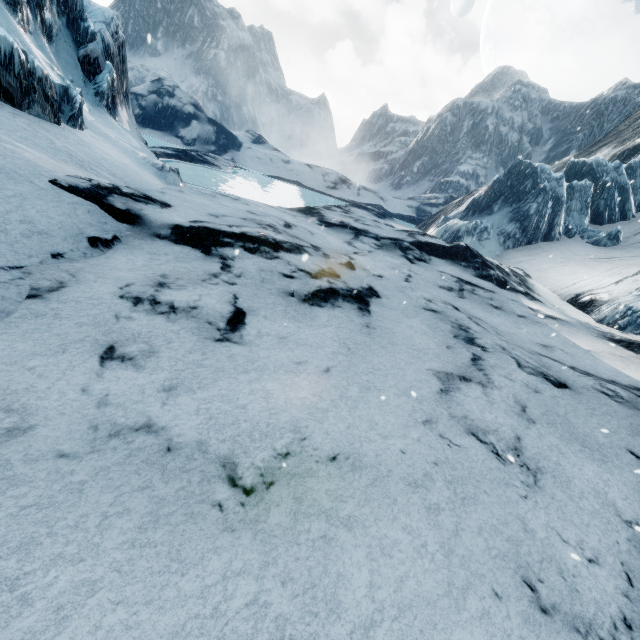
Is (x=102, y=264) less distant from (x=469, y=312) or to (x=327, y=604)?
(x=327, y=604)
